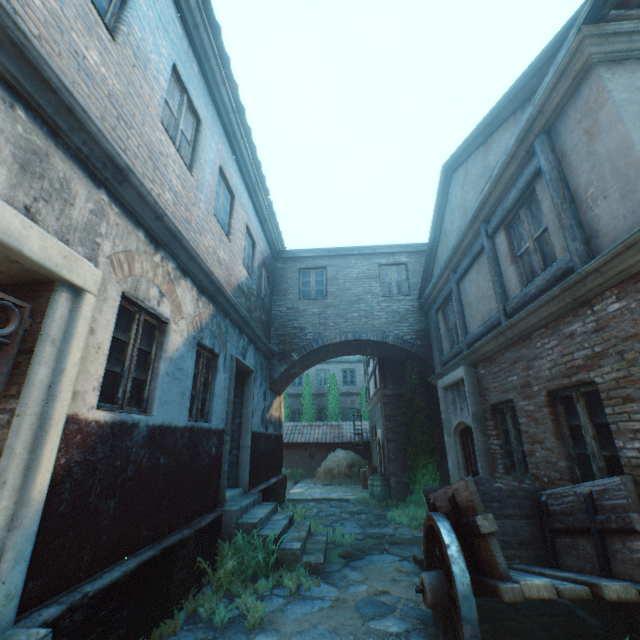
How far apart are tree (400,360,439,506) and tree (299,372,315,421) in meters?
12.1

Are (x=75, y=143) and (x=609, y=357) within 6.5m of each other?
yes

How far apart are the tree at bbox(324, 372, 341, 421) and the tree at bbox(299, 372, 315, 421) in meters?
0.7 m

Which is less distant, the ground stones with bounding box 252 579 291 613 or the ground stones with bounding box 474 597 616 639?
the ground stones with bounding box 474 597 616 639

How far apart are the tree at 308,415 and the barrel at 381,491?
10.8 meters

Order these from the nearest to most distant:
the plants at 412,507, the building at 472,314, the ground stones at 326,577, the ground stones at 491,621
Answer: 1. the ground stones at 491,621
2. the ground stones at 326,577
3. the building at 472,314
4. the plants at 412,507

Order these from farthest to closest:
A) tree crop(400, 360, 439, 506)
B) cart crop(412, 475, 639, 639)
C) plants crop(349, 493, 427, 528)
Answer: tree crop(400, 360, 439, 506), plants crop(349, 493, 427, 528), cart crop(412, 475, 639, 639)

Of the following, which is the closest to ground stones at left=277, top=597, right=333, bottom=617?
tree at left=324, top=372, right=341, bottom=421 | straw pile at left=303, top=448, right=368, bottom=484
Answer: straw pile at left=303, top=448, right=368, bottom=484
